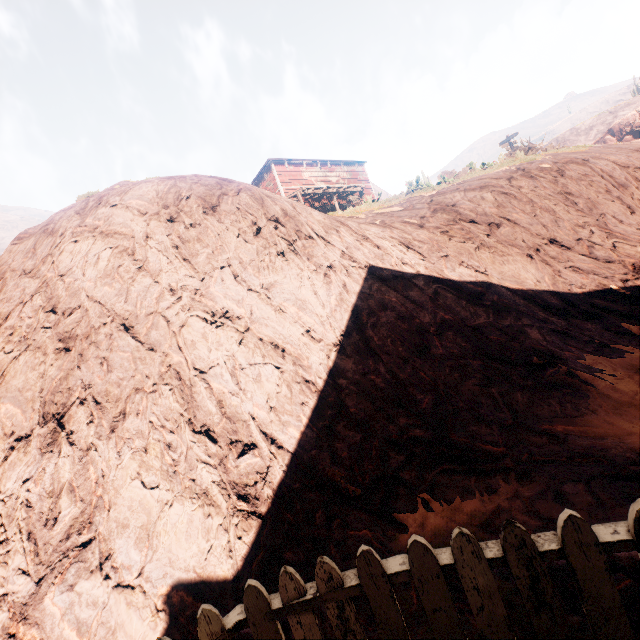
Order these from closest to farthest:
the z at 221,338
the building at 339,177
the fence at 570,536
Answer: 1. the fence at 570,536
2. the z at 221,338
3. the building at 339,177

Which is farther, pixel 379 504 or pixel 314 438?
pixel 314 438

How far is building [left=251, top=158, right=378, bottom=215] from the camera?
22.2m

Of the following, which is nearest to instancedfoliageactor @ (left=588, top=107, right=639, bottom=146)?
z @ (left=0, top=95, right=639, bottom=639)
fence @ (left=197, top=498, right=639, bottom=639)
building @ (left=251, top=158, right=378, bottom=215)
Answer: z @ (left=0, top=95, right=639, bottom=639)

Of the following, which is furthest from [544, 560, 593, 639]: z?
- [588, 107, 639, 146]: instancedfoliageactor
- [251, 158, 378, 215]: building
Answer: [588, 107, 639, 146]: instancedfoliageactor

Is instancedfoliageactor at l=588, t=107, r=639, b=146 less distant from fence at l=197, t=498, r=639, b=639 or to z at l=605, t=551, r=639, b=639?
z at l=605, t=551, r=639, b=639

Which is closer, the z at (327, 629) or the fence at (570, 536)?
the fence at (570, 536)
